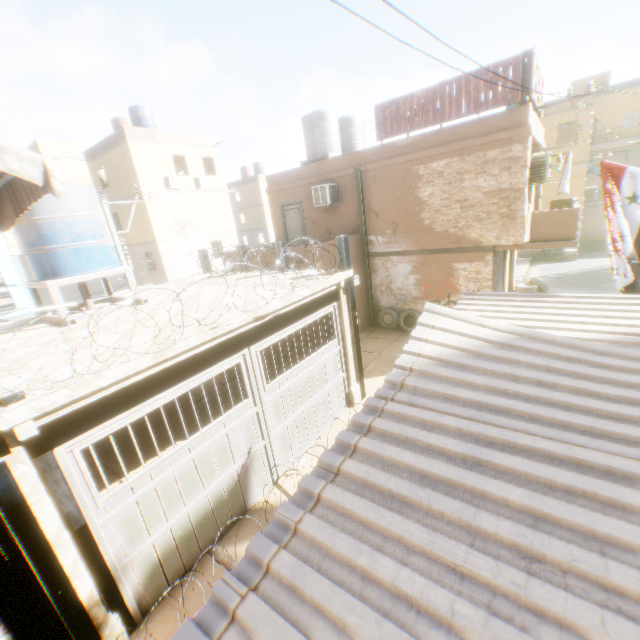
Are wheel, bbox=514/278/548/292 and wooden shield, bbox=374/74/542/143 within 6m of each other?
yes

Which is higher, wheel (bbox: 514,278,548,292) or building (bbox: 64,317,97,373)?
building (bbox: 64,317,97,373)

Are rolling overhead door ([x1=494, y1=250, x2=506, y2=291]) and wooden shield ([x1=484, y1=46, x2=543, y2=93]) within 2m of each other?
yes

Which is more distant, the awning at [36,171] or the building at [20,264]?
the building at [20,264]

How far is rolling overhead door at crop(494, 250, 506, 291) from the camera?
13.6m

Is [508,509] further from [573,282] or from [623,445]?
[573,282]

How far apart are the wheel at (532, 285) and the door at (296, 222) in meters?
10.9

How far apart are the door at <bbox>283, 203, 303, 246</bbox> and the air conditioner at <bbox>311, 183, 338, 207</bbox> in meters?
1.5
